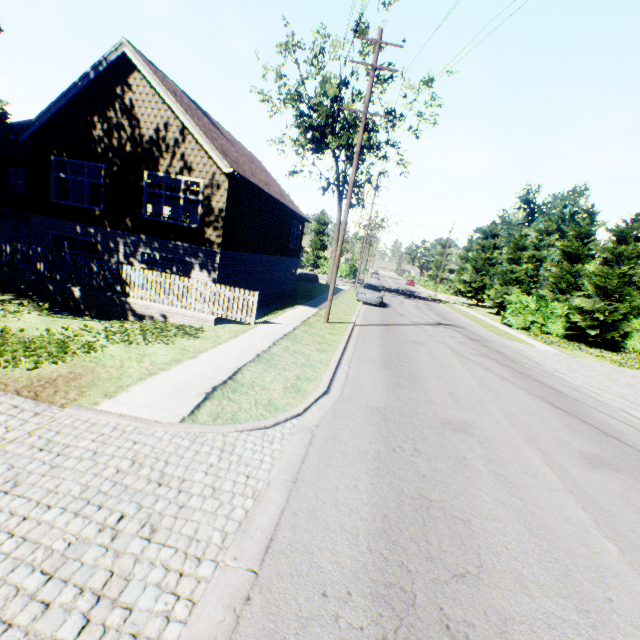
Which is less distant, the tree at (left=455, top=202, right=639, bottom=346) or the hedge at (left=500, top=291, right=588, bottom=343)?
the tree at (left=455, top=202, right=639, bottom=346)

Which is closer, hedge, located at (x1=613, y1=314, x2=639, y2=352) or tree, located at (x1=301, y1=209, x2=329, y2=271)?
hedge, located at (x1=613, y1=314, x2=639, y2=352)

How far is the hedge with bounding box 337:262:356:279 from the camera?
54.2 meters

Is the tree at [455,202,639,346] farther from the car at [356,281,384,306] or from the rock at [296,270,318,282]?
the rock at [296,270,318,282]

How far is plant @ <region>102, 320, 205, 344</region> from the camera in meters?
8.4 m

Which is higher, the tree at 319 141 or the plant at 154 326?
the tree at 319 141

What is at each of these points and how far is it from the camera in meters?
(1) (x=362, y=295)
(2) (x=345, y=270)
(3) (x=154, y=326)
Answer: (1) car, 24.7 m
(2) hedge, 54.3 m
(3) plant, 9.7 m

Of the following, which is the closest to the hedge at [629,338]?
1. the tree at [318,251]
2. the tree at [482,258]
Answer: the tree at [482,258]
